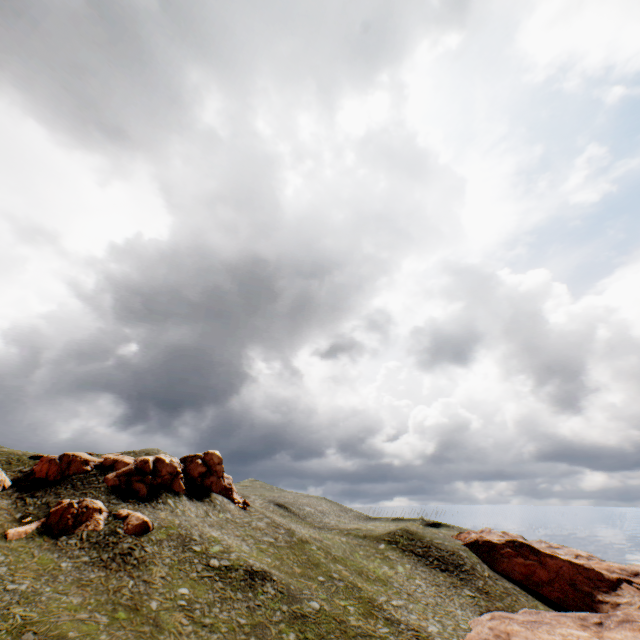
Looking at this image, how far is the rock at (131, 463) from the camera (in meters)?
47.47

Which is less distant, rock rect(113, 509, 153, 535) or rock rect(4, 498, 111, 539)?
rock rect(4, 498, 111, 539)

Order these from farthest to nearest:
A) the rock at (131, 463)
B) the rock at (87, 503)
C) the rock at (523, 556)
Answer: the rock at (131, 463) → the rock at (523, 556) → the rock at (87, 503)

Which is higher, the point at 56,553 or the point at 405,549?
the point at 56,553

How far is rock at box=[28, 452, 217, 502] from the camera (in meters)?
47.47

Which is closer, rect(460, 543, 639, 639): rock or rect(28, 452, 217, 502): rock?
rect(460, 543, 639, 639): rock
